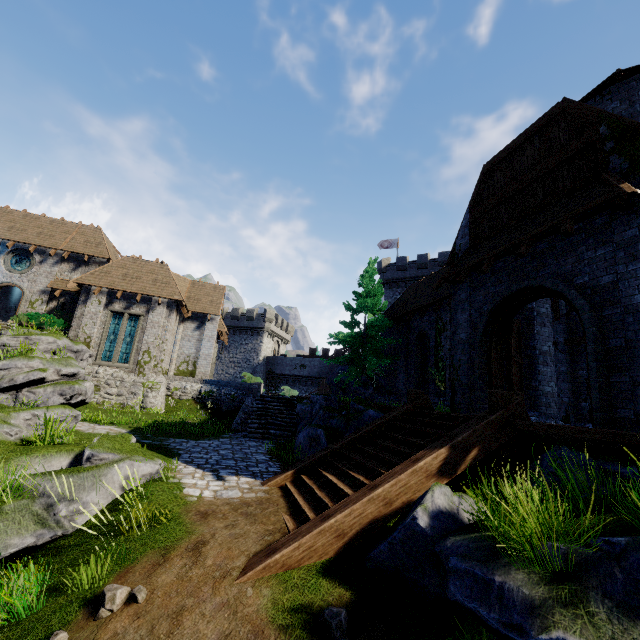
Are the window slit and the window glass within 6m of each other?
yes

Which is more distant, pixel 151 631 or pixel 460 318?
pixel 460 318

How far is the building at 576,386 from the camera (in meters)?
11.62

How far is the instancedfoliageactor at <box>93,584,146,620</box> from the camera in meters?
3.9

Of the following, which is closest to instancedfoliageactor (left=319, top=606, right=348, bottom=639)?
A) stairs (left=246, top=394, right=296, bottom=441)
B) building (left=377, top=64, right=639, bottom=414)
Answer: building (left=377, top=64, right=639, bottom=414)

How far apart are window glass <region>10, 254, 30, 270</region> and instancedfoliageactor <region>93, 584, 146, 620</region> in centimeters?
2781cm

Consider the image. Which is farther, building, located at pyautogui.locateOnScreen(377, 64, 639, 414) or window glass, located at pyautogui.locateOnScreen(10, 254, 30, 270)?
window glass, located at pyautogui.locateOnScreen(10, 254, 30, 270)

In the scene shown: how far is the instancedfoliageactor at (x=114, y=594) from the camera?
3.9 meters
